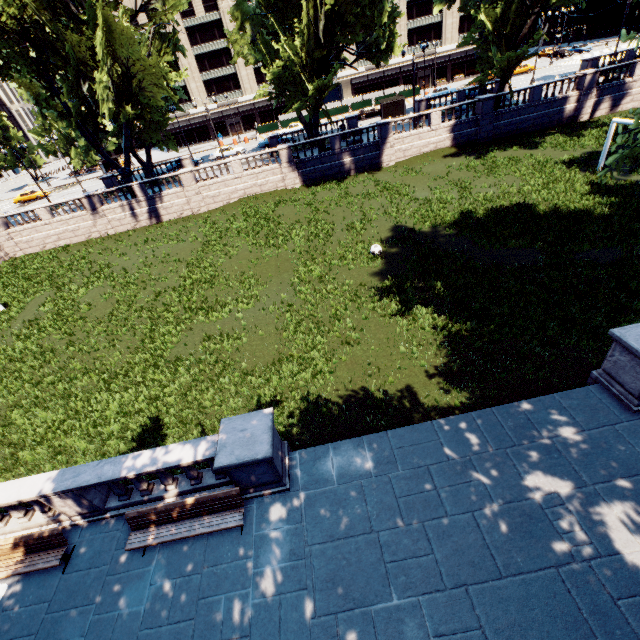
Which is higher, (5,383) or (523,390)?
(5,383)

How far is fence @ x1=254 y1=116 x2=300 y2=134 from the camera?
53.7m

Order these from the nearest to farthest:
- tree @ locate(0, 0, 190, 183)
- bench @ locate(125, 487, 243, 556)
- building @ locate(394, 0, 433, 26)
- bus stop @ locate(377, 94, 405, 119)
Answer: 1. bench @ locate(125, 487, 243, 556)
2. tree @ locate(0, 0, 190, 183)
3. bus stop @ locate(377, 94, 405, 119)
4. building @ locate(394, 0, 433, 26)

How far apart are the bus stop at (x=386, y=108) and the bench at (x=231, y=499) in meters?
48.5

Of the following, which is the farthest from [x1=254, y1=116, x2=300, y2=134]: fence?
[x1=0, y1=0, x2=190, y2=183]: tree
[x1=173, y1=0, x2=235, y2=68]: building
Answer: [x1=0, y1=0, x2=190, y2=183]: tree

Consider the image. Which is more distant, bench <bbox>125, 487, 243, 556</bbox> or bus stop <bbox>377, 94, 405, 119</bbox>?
bus stop <bbox>377, 94, 405, 119</bbox>

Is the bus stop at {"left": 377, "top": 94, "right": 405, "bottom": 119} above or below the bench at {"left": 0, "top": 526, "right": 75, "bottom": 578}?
above

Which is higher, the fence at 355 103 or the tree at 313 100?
the tree at 313 100
